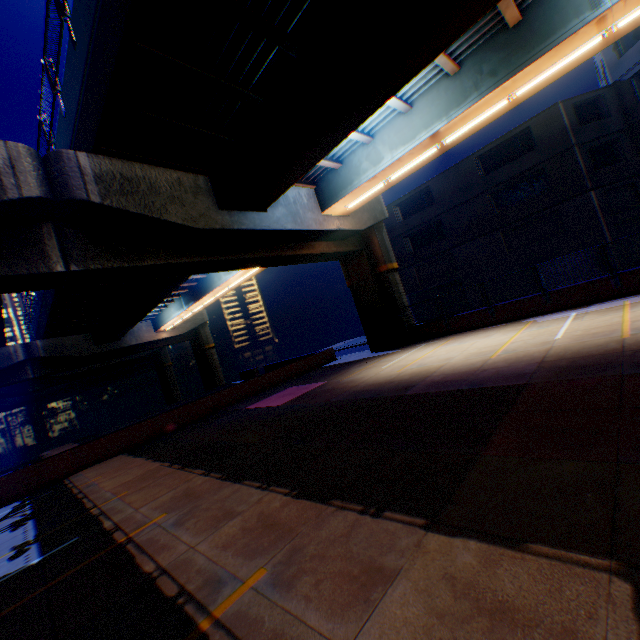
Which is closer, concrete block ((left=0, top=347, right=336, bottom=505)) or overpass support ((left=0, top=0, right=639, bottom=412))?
overpass support ((left=0, top=0, right=639, bottom=412))

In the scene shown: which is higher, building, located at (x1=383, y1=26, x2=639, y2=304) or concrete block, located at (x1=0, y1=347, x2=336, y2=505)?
building, located at (x1=383, y1=26, x2=639, y2=304)

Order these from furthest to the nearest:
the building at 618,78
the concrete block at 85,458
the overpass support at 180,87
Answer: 1. the building at 618,78
2. the concrete block at 85,458
3. the overpass support at 180,87

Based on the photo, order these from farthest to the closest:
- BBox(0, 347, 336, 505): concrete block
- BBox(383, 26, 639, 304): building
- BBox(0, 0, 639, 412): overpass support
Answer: BBox(383, 26, 639, 304): building, BBox(0, 347, 336, 505): concrete block, BBox(0, 0, 639, 412): overpass support

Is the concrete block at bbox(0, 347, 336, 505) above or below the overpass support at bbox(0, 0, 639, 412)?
below

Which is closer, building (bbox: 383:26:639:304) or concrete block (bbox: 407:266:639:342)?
concrete block (bbox: 407:266:639:342)

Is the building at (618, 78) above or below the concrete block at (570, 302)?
above

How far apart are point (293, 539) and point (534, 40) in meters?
13.1
